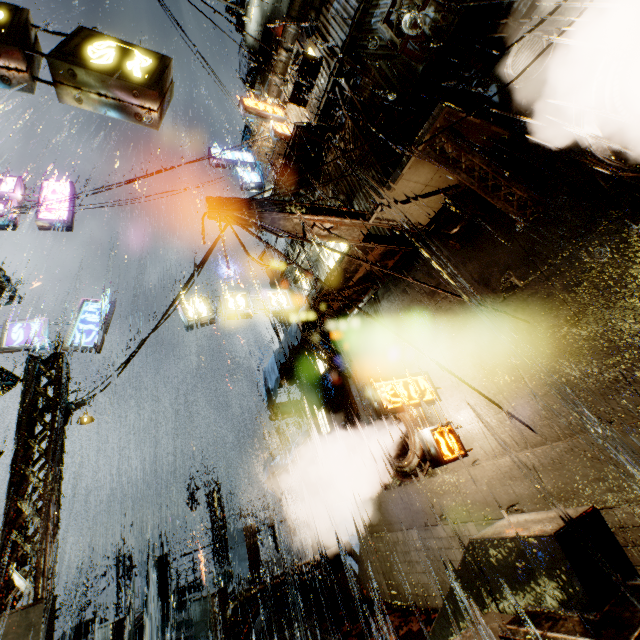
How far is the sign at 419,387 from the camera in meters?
7.2

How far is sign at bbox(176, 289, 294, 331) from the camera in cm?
1456

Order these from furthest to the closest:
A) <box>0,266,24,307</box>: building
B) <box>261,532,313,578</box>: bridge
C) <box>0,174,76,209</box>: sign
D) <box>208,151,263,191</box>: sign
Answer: <box>208,151,263,191</box>: sign < <box>0,174,76,209</box>: sign < <box>261,532,313,578</box>: bridge < <box>0,266,24,307</box>: building

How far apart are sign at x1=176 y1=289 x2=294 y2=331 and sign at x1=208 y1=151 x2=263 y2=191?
9.00m

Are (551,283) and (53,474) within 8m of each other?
no

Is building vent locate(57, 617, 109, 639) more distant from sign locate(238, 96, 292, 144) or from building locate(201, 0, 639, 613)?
sign locate(238, 96, 292, 144)

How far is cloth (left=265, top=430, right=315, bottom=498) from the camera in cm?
1388

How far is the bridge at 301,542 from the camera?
13.5 meters
